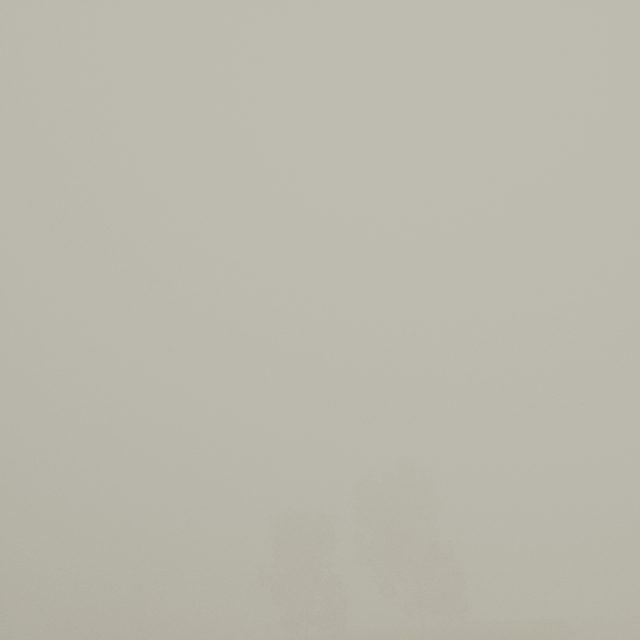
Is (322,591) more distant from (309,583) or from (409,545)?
(409,545)
